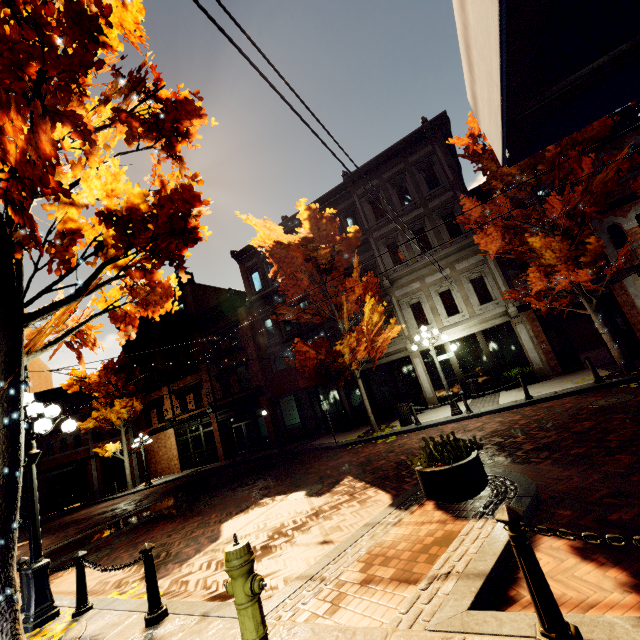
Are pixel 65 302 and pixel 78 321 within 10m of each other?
yes

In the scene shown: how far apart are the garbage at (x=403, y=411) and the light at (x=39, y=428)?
10.8 meters

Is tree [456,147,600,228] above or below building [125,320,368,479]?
above

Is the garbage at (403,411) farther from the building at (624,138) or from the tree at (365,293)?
the building at (624,138)

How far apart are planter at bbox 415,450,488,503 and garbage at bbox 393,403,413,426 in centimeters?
783cm

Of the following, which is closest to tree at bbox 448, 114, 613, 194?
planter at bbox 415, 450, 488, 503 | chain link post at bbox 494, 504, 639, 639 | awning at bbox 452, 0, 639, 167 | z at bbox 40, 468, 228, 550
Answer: awning at bbox 452, 0, 639, 167

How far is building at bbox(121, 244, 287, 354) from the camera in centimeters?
2292cm

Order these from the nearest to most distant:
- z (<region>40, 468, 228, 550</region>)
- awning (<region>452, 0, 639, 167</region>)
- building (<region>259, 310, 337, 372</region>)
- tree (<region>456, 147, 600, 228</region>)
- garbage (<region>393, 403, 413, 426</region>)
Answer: awning (<region>452, 0, 639, 167</region>) → tree (<region>456, 147, 600, 228</region>) → garbage (<region>393, 403, 413, 426</region>) → z (<region>40, 468, 228, 550</region>) → building (<region>259, 310, 337, 372</region>)
